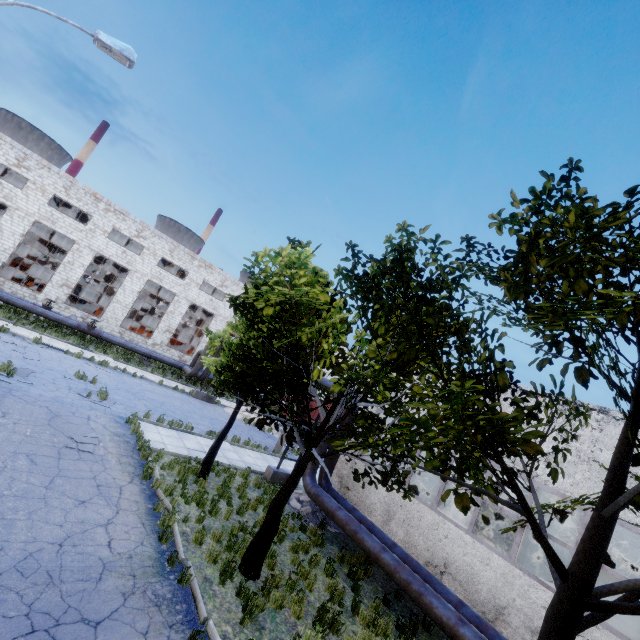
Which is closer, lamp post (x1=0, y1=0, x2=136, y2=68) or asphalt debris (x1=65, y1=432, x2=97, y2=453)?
lamp post (x1=0, y1=0, x2=136, y2=68)

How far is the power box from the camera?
25.6m

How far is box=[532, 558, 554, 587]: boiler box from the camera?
9.47m

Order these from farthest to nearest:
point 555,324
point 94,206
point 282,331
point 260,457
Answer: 1. point 94,206
2. point 260,457
3. point 282,331
4. point 555,324

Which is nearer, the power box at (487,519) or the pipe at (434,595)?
the pipe at (434,595)

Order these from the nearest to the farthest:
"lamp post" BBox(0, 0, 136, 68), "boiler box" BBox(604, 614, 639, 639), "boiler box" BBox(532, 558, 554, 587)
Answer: "lamp post" BBox(0, 0, 136, 68) → "boiler box" BBox(604, 614, 639, 639) → "boiler box" BBox(532, 558, 554, 587)

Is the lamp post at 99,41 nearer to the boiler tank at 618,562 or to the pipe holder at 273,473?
the pipe holder at 273,473

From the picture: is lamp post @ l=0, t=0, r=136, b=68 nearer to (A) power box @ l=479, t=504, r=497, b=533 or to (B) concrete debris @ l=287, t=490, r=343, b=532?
(B) concrete debris @ l=287, t=490, r=343, b=532
